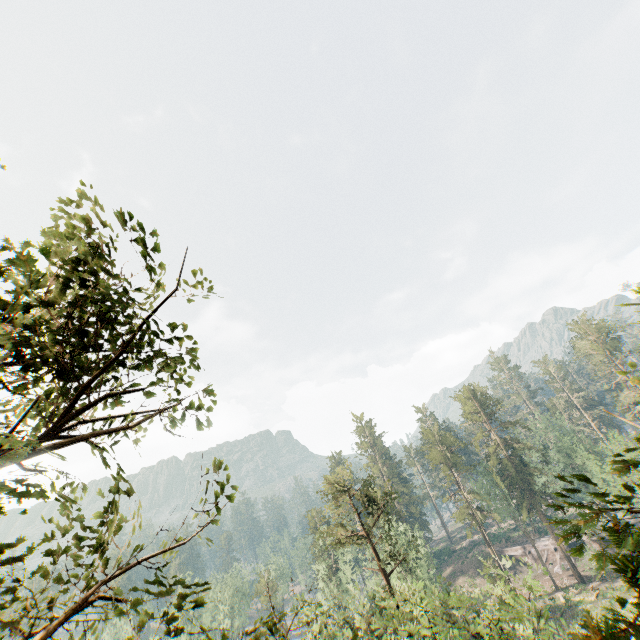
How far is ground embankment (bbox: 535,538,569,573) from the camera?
54.5m

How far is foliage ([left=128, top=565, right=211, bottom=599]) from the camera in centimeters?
391cm

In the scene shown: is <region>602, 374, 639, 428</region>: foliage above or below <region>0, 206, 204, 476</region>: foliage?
below

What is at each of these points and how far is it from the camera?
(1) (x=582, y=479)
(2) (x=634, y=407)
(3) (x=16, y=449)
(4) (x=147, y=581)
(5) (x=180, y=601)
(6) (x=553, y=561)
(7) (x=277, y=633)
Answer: (1) foliage, 1.7 meters
(2) foliage, 59.2 meters
(3) foliage, 4.0 meters
(4) foliage, 4.1 meters
(5) foliage, 3.8 meters
(6) ground embankment, 56.5 meters
(7) foliage, 4.2 meters

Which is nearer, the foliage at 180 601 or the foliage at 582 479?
the foliage at 582 479

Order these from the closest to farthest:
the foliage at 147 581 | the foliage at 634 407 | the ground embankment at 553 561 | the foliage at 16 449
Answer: the foliage at 634 407, the foliage at 16 449, the foliage at 147 581, the ground embankment at 553 561

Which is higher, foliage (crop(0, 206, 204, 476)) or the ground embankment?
foliage (crop(0, 206, 204, 476))
